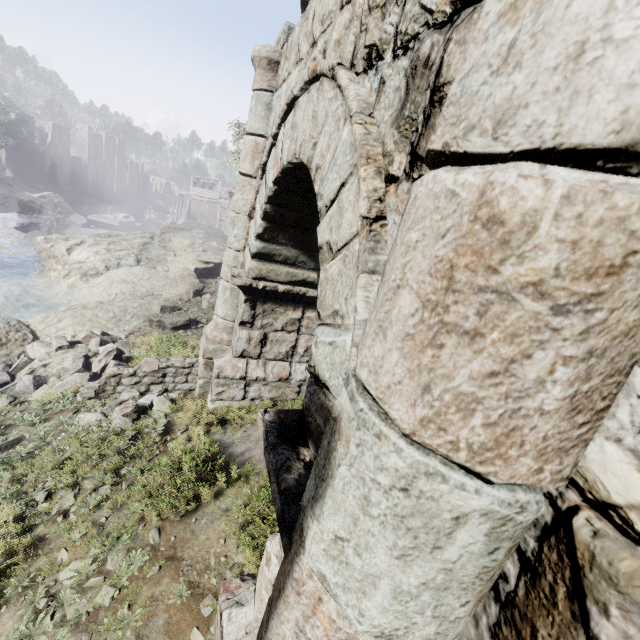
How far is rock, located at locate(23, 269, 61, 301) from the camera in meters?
14.9 m

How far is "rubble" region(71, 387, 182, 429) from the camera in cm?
554

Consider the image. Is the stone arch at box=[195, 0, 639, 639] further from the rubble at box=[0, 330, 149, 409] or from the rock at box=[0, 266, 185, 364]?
the rock at box=[0, 266, 185, 364]

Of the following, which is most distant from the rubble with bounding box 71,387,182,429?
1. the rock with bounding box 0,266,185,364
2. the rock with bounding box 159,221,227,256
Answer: the rock with bounding box 159,221,227,256

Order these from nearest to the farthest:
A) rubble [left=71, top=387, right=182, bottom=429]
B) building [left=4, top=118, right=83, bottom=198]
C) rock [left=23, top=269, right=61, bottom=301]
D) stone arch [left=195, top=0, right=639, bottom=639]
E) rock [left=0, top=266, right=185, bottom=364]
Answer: stone arch [left=195, top=0, right=639, bottom=639]
rubble [left=71, top=387, right=182, bottom=429]
rock [left=0, top=266, right=185, bottom=364]
rock [left=23, top=269, right=61, bottom=301]
building [left=4, top=118, right=83, bottom=198]

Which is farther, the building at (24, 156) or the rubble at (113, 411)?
the building at (24, 156)

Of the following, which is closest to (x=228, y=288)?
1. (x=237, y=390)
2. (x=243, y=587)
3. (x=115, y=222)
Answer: (x=237, y=390)

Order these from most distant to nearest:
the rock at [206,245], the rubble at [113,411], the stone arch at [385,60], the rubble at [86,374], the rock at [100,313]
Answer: the rock at [206,245] → the rock at [100,313] → the rubble at [86,374] → the rubble at [113,411] → the stone arch at [385,60]
